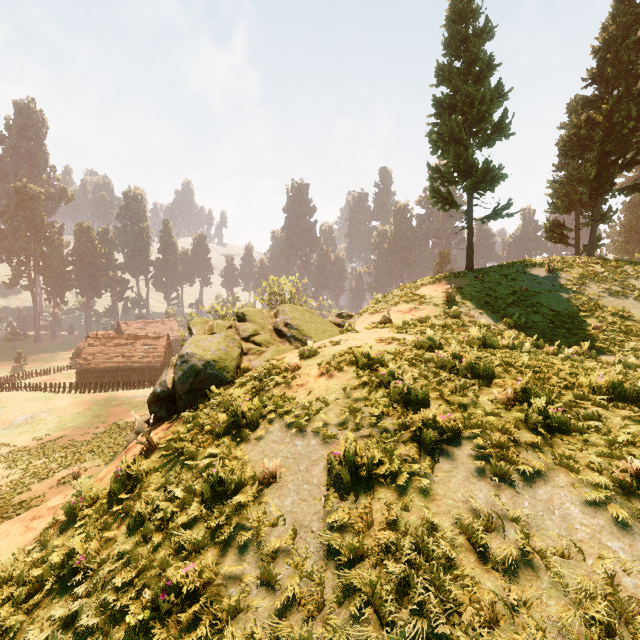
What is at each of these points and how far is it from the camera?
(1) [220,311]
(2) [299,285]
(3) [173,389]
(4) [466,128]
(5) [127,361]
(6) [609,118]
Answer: (1) treerock, 33.7m
(2) treerock, 56.3m
(3) rock, 8.1m
(4) treerock, 19.1m
(5) building, 51.0m
(6) treerock, 19.0m

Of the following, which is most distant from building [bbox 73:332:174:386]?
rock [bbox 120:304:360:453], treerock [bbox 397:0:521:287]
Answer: rock [bbox 120:304:360:453]

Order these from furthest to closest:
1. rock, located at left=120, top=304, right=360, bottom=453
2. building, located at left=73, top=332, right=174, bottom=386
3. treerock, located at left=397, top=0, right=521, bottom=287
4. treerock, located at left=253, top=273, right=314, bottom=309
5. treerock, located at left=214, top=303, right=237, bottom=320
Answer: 1. treerock, located at left=253, top=273, right=314, bottom=309
2. building, located at left=73, top=332, right=174, bottom=386
3. treerock, located at left=214, top=303, right=237, bottom=320
4. treerock, located at left=397, top=0, right=521, bottom=287
5. rock, located at left=120, top=304, right=360, bottom=453

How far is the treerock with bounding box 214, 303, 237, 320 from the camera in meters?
32.0 m

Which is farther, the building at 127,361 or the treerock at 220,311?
the building at 127,361

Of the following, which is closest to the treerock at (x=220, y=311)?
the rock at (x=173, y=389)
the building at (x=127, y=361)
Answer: the building at (x=127, y=361)

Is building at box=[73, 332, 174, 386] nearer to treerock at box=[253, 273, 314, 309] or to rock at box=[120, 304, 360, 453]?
treerock at box=[253, 273, 314, 309]
